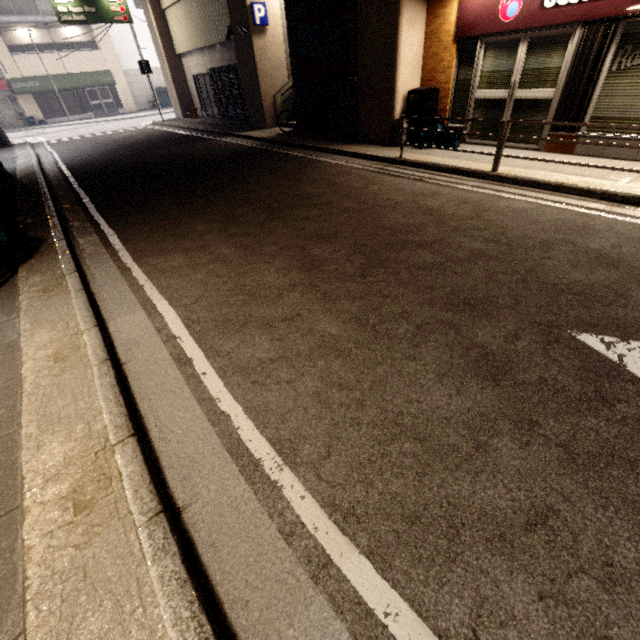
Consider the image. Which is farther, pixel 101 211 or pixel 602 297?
pixel 101 211

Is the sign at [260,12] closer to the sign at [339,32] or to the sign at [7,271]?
the sign at [339,32]

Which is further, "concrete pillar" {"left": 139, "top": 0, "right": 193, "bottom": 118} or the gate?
"concrete pillar" {"left": 139, "top": 0, "right": 193, "bottom": 118}

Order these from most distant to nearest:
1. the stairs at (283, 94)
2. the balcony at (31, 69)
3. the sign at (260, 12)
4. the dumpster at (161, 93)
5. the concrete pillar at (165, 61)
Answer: the dumpster at (161, 93) < the balcony at (31, 69) < the concrete pillar at (165, 61) < the stairs at (283, 94) < the sign at (260, 12)

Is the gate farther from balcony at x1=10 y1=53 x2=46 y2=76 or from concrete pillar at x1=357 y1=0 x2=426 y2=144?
balcony at x1=10 y1=53 x2=46 y2=76

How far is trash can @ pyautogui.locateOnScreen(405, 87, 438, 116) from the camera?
7.7m

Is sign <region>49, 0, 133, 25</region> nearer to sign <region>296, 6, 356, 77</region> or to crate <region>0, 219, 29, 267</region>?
sign <region>296, 6, 356, 77</region>

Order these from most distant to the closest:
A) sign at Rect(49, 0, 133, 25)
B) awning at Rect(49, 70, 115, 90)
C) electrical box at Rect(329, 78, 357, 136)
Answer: awning at Rect(49, 70, 115, 90) → sign at Rect(49, 0, 133, 25) → electrical box at Rect(329, 78, 357, 136)
